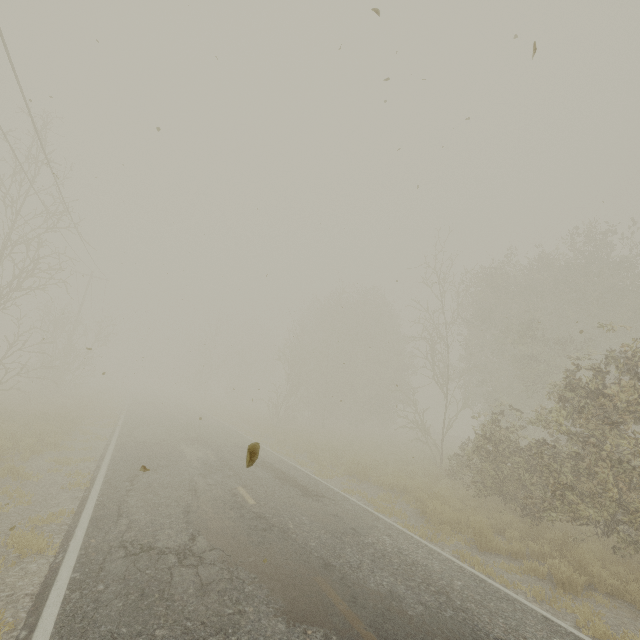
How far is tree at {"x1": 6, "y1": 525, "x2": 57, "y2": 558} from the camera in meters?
5.3

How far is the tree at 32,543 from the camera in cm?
531

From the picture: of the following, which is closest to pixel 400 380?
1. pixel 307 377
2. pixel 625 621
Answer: pixel 307 377
